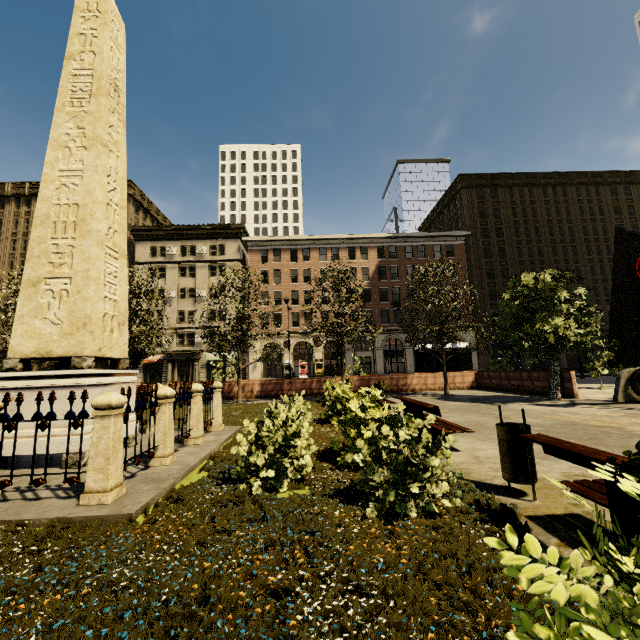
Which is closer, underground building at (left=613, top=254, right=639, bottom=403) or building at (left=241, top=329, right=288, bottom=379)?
underground building at (left=613, top=254, right=639, bottom=403)

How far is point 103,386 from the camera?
6.7 meters

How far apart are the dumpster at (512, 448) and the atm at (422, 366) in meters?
18.8 m

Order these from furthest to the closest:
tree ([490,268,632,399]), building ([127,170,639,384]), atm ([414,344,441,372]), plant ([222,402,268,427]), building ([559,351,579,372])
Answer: building ([559,351,579,372]), building ([127,170,639,384]), atm ([414,344,441,372]), tree ([490,268,632,399]), plant ([222,402,268,427])

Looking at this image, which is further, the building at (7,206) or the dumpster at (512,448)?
the building at (7,206)

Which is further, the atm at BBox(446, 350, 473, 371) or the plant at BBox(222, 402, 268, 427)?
the atm at BBox(446, 350, 473, 371)

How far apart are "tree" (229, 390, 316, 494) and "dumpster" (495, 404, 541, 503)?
3.0 meters

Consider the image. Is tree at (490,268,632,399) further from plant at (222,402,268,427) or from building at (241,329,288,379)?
building at (241,329,288,379)
